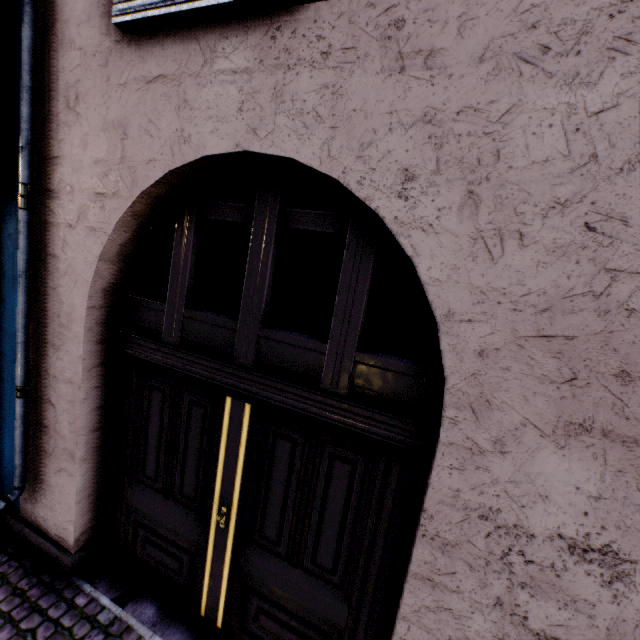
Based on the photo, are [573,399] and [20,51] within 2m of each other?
no
